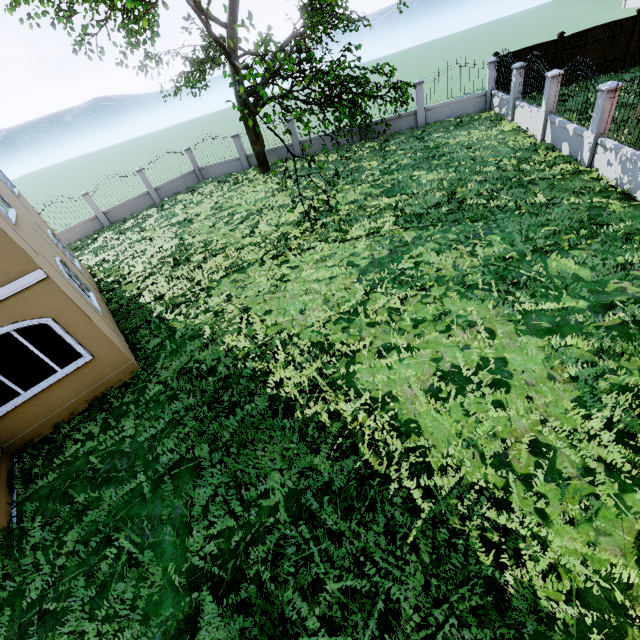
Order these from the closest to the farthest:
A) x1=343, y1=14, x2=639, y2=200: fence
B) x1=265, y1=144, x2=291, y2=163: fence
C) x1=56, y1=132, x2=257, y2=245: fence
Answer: x1=343, y1=14, x2=639, y2=200: fence
x1=56, y1=132, x2=257, y2=245: fence
x1=265, y1=144, x2=291, y2=163: fence

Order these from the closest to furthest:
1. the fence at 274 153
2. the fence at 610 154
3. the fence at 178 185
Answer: the fence at 610 154 → the fence at 178 185 → the fence at 274 153

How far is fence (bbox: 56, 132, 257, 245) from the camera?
19.7 meters

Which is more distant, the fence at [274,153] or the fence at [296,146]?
the fence at [274,153]

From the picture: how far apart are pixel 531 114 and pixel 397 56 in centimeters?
5574cm

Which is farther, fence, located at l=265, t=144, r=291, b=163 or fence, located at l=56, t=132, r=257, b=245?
fence, located at l=265, t=144, r=291, b=163
